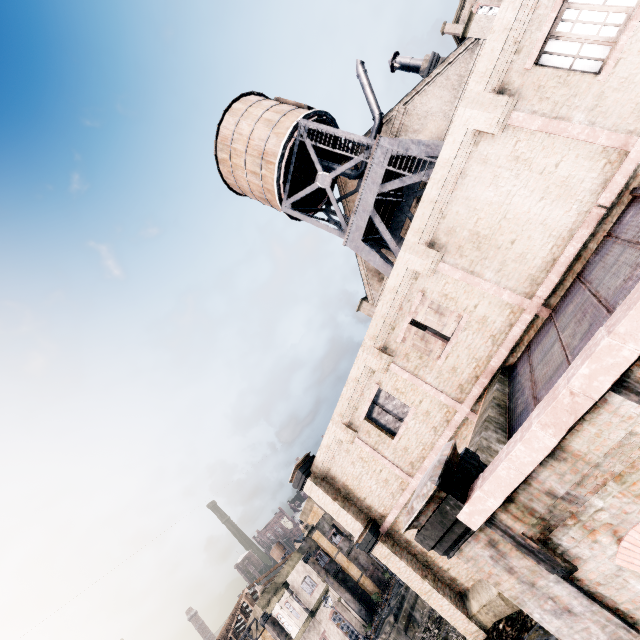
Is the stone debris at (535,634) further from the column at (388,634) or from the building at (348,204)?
the column at (388,634)

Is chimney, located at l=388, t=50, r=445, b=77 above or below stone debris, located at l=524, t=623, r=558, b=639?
above

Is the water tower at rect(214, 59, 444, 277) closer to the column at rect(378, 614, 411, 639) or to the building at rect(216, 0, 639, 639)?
the building at rect(216, 0, 639, 639)

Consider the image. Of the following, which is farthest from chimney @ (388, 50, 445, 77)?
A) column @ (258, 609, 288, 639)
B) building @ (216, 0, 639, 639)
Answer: column @ (258, 609, 288, 639)

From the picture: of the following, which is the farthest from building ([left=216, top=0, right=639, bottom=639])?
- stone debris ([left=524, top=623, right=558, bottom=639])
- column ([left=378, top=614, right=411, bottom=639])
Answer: column ([left=378, top=614, right=411, bottom=639])

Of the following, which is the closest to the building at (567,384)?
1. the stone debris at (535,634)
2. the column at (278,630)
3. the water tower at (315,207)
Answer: the stone debris at (535,634)

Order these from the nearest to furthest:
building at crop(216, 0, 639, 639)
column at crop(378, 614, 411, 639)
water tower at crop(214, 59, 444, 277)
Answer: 1. building at crop(216, 0, 639, 639)
2. water tower at crop(214, 59, 444, 277)
3. column at crop(378, 614, 411, 639)

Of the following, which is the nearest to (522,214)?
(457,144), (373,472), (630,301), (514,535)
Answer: (457,144)
